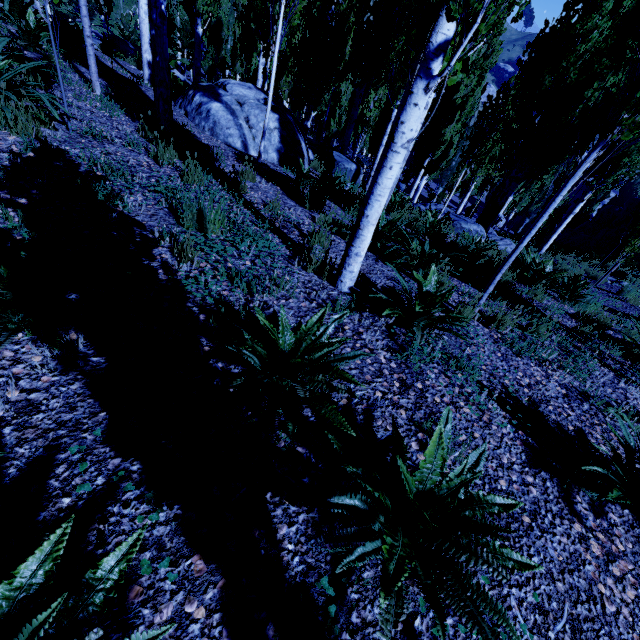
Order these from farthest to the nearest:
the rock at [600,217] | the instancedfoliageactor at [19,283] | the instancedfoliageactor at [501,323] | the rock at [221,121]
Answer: the rock at [600,217] < the rock at [221,121] < the instancedfoliageactor at [501,323] < the instancedfoliageactor at [19,283]

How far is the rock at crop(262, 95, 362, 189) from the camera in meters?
7.9

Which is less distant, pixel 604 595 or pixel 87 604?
pixel 87 604

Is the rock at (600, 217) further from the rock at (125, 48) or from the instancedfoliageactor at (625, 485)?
the rock at (125, 48)

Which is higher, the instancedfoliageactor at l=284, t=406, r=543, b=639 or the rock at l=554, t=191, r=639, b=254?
the instancedfoliageactor at l=284, t=406, r=543, b=639

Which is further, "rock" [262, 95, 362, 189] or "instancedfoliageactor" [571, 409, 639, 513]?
"rock" [262, 95, 362, 189]

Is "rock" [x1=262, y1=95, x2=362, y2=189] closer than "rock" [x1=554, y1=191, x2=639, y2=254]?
Yes

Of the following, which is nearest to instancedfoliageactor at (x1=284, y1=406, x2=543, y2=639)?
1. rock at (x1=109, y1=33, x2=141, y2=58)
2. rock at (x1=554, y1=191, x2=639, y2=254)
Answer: rock at (x1=109, y1=33, x2=141, y2=58)
